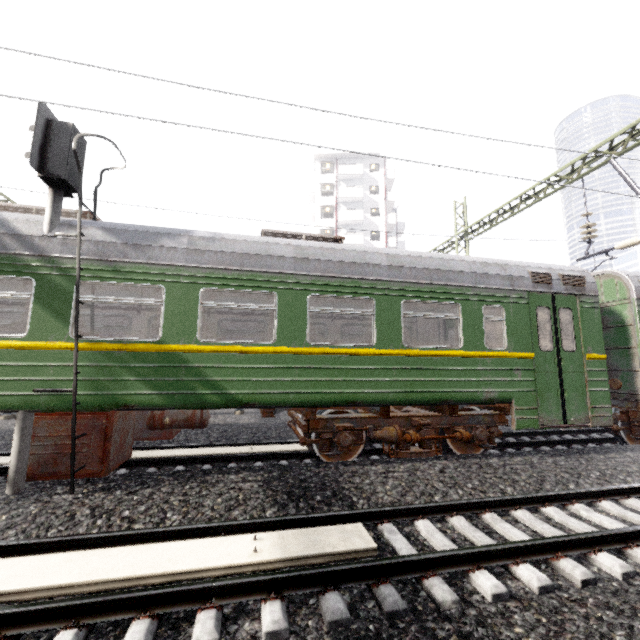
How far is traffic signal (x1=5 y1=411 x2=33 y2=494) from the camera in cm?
456

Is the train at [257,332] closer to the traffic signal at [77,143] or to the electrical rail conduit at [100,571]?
the traffic signal at [77,143]

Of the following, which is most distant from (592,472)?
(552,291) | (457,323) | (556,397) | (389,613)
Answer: (457,323)

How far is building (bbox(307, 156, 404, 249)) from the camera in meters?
38.9

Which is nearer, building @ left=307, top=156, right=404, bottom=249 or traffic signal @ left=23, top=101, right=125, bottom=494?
traffic signal @ left=23, top=101, right=125, bottom=494

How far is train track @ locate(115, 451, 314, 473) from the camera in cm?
614

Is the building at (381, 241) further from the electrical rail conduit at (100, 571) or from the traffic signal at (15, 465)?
the electrical rail conduit at (100, 571)
